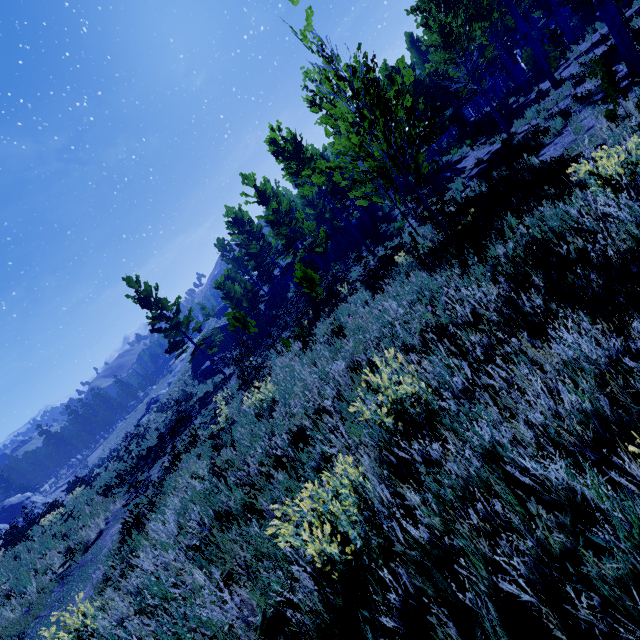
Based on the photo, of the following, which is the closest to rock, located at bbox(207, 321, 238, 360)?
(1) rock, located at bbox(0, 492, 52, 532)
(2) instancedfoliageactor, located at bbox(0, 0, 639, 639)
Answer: (2) instancedfoliageactor, located at bbox(0, 0, 639, 639)

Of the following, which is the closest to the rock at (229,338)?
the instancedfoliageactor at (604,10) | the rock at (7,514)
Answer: the instancedfoliageactor at (604,10)

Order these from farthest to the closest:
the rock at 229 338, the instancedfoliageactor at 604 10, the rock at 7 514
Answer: the rock at 7 514, the rock at 229 338, the instancedfoliageactor at 604 10

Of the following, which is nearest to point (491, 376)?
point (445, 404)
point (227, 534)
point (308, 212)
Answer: point (445, 404)

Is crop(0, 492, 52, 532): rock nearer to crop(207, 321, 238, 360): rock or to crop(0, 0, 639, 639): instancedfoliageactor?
crop(0, 0, 639, 639): instancedfoliageactor

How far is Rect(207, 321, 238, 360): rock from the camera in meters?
36.6 m
